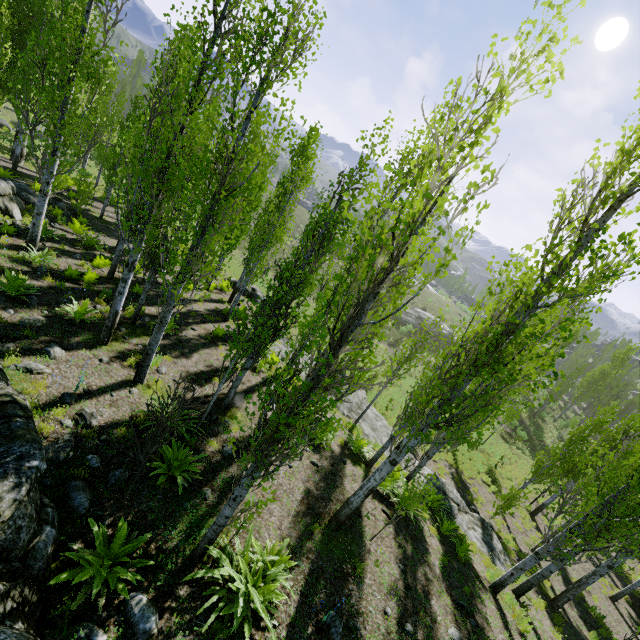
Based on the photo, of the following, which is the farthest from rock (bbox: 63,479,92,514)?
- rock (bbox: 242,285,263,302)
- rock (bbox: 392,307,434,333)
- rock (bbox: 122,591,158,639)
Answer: rock (bbox: 392,307,434,333)

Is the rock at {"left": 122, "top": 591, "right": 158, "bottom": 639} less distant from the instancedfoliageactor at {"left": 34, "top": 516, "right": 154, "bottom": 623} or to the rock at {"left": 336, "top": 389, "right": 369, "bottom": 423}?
the instancedfoliageactor at {"left": 34, "top": 516, "right": 154, "bottom": 623}

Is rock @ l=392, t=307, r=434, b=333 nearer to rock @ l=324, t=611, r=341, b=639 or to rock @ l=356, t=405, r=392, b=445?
rock @ l=356, t=405, r=392, b=445

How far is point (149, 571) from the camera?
4.8 meters

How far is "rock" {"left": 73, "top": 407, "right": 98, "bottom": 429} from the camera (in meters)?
6.32

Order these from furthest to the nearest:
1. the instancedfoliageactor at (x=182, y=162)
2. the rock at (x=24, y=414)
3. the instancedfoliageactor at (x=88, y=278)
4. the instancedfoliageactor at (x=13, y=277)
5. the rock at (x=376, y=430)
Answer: the rock at (x=376, y=430), the instancedfoliageactor at (x=88, y=278), the instancedfoliageactor at (x=13, y=277), the instancedfoliageactor at (x=182, y=162), the rock at (x=24, y=414)

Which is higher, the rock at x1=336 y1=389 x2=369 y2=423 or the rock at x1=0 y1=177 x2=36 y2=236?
the rock at x1=0 y1=177 x2=36 y2=236

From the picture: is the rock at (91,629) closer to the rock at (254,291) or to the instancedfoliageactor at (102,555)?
the instancedfoliageactor at (102,555)
